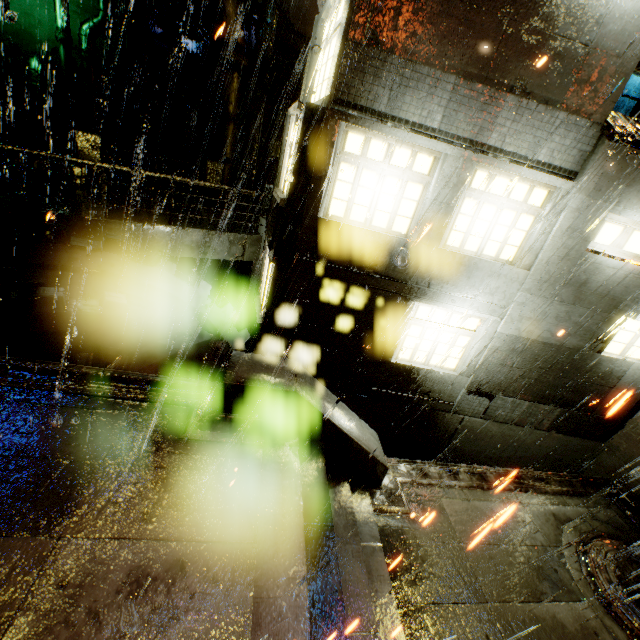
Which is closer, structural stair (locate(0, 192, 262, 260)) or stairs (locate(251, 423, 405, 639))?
stairs (locate(251, 423, 405, 639))

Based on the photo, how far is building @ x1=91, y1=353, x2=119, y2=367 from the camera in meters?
9.3 m

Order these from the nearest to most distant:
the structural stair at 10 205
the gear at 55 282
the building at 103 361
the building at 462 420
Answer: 1. the building at 462 420
2. the gear at 55 282
3. the structural stair at 10 205
4. the building at 103 361

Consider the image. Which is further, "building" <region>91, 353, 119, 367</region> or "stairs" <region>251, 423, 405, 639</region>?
"building" <region>91, 353, 119, 367</region>

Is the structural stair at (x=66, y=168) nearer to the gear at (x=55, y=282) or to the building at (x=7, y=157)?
the building at (x=7, y=157)

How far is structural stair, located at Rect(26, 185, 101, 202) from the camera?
8.45m

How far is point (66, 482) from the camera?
3.7 meters

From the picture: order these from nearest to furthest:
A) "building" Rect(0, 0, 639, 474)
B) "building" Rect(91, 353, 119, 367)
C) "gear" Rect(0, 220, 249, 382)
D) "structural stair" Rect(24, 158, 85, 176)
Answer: "building" Rect(0, 0, 639, 474) → "gear" Rect(0, 220, 249, 382) → "building" Rect(91, 353, 119, 367) → "structural stair" Rect(24, 158, 85, 176)
